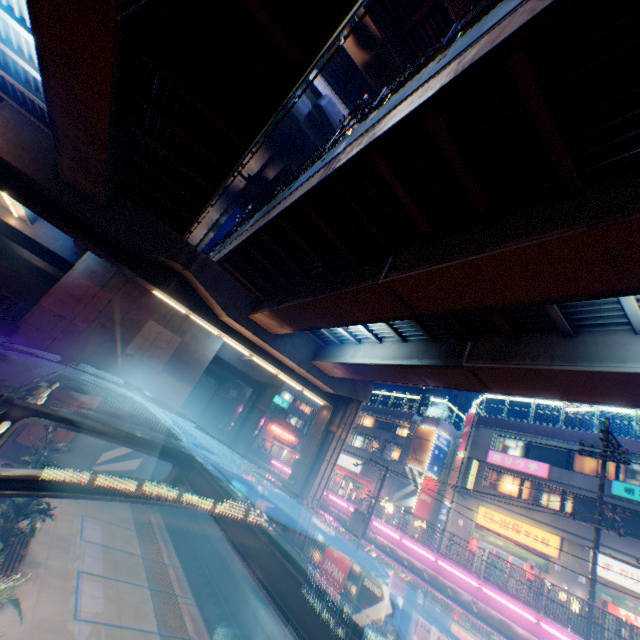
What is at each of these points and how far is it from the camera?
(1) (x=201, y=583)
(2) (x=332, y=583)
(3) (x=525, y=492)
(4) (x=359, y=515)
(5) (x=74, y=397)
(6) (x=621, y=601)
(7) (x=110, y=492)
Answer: (1) railway, 20.6m
(2) billboard, 18.5m
(3) window glass, 24.7m
(4) electric pole, 17.7m
(5) billboard, 22.0m
(6) awning, 17.6m
(7) canopy, 4.8m

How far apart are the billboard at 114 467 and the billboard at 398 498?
24.4 meters

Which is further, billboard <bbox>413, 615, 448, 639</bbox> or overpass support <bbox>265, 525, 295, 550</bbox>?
overpass support <bbox>265, 525, 295, 550</bbox>

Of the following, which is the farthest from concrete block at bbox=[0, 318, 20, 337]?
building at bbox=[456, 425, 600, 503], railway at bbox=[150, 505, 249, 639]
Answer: building at bbox=[456, 425, 600, 503]

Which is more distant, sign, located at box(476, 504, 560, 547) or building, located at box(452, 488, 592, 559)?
sign, located at box(476, 504, 560, 547)

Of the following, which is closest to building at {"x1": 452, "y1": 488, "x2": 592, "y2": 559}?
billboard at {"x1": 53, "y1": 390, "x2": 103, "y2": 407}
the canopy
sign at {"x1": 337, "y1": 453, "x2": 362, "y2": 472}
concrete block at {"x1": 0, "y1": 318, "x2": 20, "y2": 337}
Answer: sign at {"x1": 337, "y1": 453, "x2": 362, "y2": 472}

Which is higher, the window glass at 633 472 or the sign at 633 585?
the window glass at 633 472

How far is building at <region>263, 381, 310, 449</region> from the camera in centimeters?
5563cm
